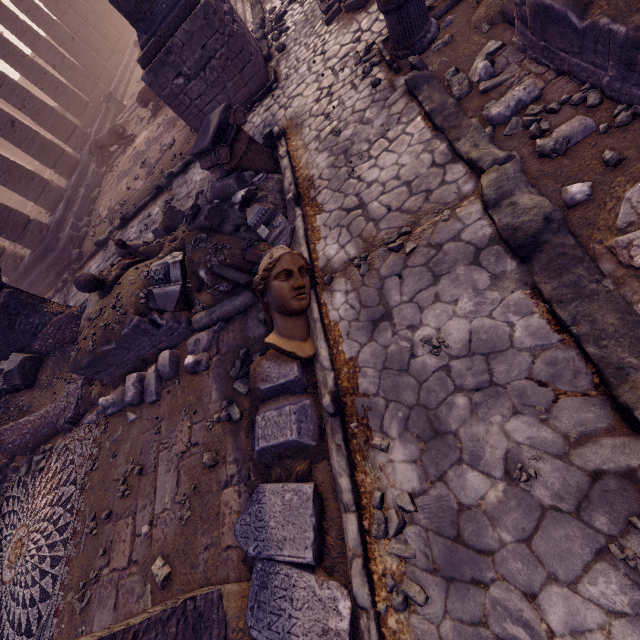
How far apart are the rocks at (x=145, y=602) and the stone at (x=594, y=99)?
6.54m

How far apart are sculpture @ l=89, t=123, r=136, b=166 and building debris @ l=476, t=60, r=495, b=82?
14.4 meters

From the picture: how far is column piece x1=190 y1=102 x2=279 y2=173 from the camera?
5.49m

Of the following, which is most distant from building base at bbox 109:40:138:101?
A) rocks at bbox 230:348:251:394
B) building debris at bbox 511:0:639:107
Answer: building debris at bbox 511:0:639:107

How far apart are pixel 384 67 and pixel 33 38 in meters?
19.6 m

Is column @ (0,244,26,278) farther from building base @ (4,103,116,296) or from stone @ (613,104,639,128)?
stone @ (613,104,639,128)

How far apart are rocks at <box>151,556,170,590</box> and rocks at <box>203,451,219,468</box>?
1.2 meters

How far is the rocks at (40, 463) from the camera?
→ 6.87m
